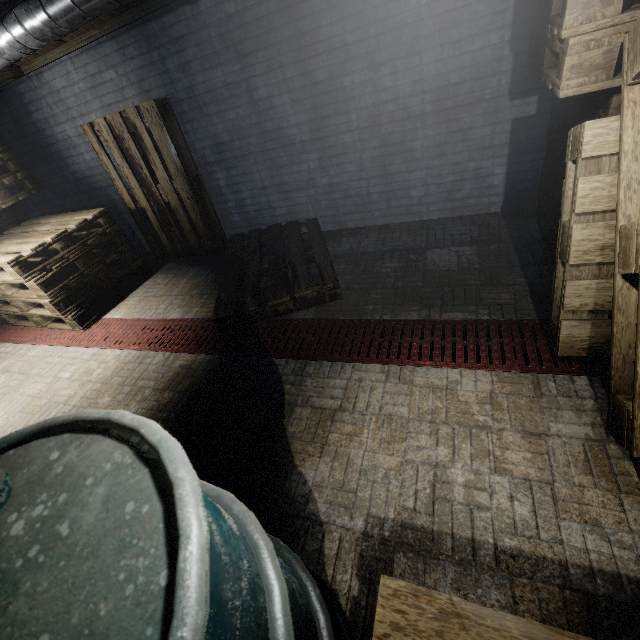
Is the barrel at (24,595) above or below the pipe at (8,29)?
below

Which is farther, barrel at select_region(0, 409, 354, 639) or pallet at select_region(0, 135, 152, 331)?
pallet at select_region(0, 135, 152, 331)

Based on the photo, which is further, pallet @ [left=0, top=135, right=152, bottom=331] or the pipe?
pallet @ [left=0, top=135, right=152, bottom=331]

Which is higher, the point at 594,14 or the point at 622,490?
the point at 594,14

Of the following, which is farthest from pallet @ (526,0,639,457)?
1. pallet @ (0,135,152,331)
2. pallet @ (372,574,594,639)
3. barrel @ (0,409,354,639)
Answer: pallet @ (0,135,152,331)

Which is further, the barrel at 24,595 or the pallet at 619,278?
the pallet at 619,278

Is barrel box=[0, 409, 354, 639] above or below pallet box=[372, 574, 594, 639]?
above

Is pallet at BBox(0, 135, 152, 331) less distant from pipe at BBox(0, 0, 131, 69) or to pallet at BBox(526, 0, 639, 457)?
pipe at BBox(0, 0, 131, 69)
